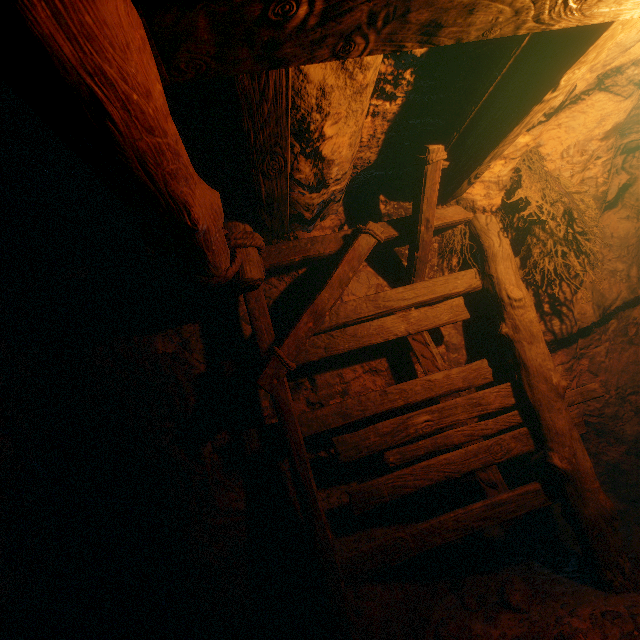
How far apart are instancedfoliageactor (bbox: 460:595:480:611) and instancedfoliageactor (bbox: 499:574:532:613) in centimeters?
25cm

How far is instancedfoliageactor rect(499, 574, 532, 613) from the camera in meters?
3.0

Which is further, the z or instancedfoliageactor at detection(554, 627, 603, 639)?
instancedfoliageactor at detection(554, 627, 603, 639)

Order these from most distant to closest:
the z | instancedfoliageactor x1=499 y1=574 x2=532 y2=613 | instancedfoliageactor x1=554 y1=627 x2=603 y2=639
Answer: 1. instancedfoliageactor x1=499 y1=574 x2=532 y2=613
2. instancedfoliageactor x1=554 y1=627 x2=603 y2=639
3. the z

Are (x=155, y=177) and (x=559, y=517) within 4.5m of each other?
no

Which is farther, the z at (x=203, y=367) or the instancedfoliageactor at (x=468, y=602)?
the instancedfoliageactor at (x=468, y=602)

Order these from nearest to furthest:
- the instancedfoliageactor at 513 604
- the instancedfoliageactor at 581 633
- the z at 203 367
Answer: the z at 203 367
the instancedfoliageactor at 581 633
the instancedfoliageactor at 513 604

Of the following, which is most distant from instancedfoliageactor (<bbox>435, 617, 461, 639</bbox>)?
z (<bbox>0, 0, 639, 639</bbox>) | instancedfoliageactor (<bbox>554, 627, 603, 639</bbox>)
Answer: instancedfoliageactor (<bbox>554, 627, 603, 639</bbox>)
